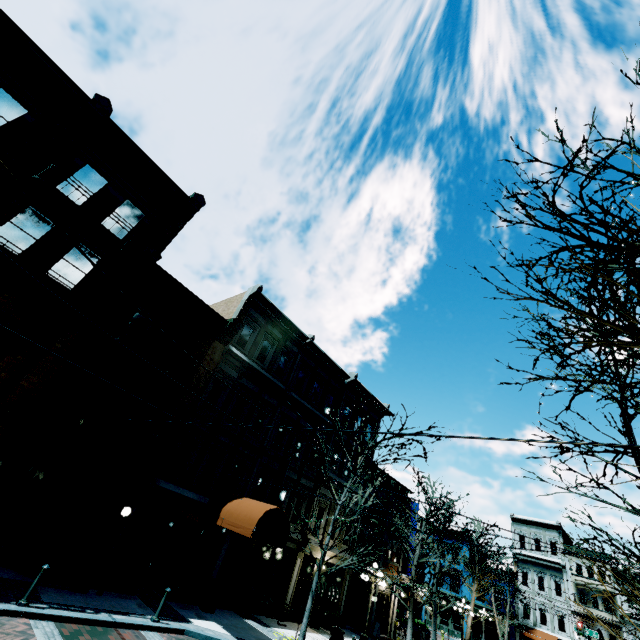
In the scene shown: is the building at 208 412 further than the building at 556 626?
No

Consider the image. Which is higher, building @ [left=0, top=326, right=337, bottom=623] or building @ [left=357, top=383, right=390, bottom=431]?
building @ [left=357, top=383, right=390, bottom=431]

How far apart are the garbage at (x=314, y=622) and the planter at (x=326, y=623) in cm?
79

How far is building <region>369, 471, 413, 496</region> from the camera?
25.1 meters

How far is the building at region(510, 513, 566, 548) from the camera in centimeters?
3822cm

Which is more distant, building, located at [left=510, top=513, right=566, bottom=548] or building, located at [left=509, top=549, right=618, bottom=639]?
building, located at [left=510, top=513, right=566, bottom=548]

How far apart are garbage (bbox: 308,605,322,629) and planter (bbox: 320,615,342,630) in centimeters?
79cm

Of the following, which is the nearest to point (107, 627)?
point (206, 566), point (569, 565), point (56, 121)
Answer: point (206, 566)
